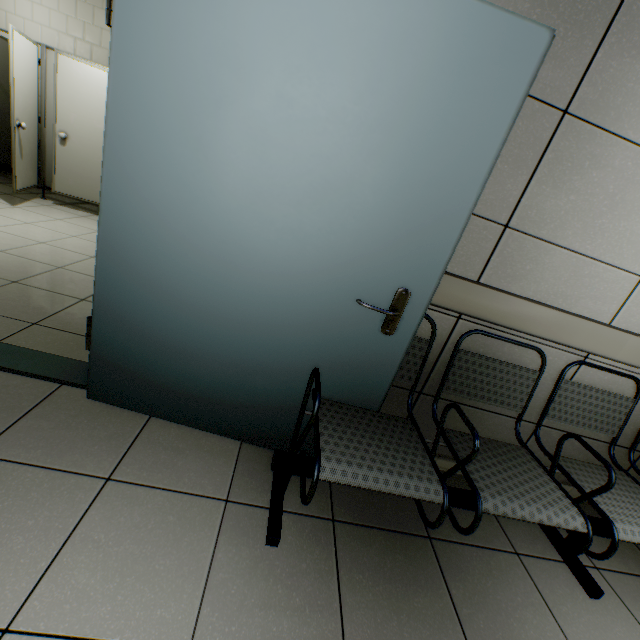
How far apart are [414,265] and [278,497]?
1.20m

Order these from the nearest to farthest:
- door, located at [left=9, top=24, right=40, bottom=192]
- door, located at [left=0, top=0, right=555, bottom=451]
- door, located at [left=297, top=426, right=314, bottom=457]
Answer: door, located at [left=0, top=0, right=555, bottom=451], door, located at [left=297, top=426, right=314, bottom=457], door, located at [left=9, top=24, right=40, bottom=192]

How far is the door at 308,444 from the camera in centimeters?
168cm

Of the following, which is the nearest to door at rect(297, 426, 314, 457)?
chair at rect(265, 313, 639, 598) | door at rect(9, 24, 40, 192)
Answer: chair at rect(265, 313, 639, 598)

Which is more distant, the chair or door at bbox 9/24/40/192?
door at bbox 9/24/40/192

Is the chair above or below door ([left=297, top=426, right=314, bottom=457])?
above

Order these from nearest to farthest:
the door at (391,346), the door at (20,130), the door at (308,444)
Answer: the door at (391,346), the door at (308,444), the door at (20,130)
